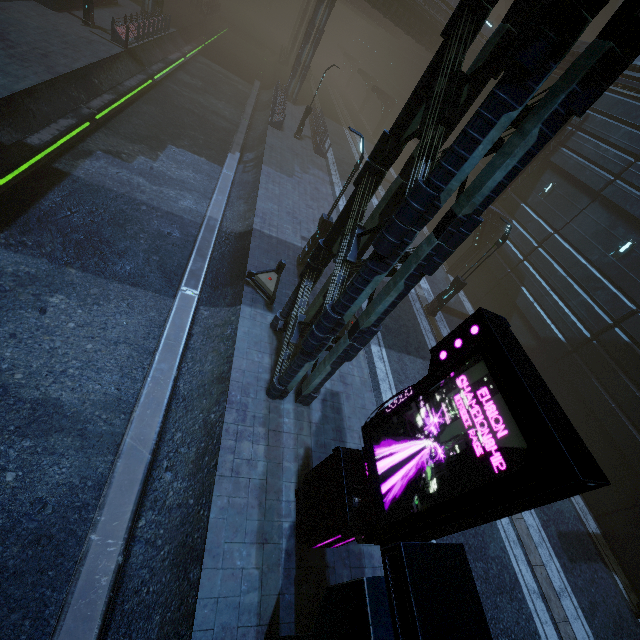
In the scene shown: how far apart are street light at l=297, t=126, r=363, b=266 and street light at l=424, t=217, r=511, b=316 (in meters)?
6.72

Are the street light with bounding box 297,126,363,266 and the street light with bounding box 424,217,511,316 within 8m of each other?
yes

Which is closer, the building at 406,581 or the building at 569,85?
the building at 406,581

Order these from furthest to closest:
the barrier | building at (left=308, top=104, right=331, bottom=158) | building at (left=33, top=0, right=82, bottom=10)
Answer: building at (left=308, top=104, right=331, bottom=158) → building at (left=33, top=0, right=82, bottom=10) → the barrier

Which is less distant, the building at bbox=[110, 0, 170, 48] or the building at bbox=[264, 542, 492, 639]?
the building at bbox=[264, 542, 492, 639]

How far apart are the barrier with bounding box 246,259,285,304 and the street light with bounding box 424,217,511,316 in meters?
8.8

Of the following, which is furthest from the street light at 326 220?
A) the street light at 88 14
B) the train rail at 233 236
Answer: the street light at 88 14

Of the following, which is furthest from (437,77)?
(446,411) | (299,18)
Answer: (299,18)
